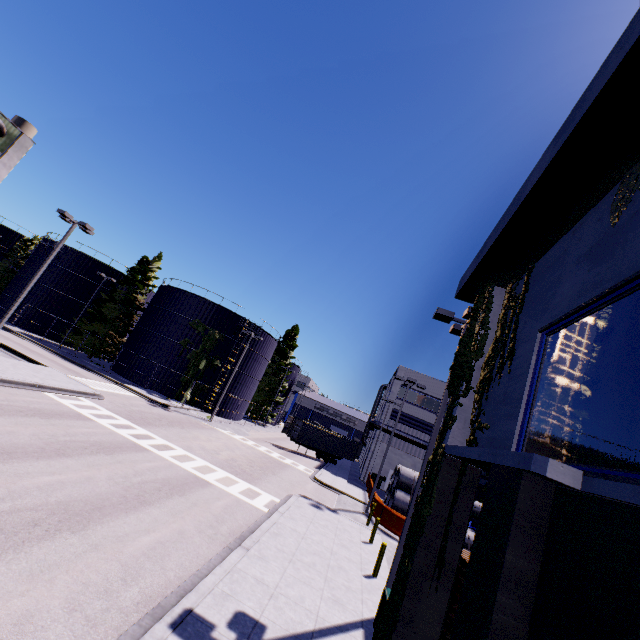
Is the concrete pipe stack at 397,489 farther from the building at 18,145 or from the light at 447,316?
the light at 447,316

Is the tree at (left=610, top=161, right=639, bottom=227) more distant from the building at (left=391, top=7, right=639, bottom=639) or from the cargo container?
the cargo container

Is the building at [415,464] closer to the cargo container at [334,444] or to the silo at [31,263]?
the silo at [31,263]

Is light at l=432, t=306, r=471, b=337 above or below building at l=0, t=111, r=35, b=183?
below

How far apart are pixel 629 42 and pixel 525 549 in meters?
6.4 m

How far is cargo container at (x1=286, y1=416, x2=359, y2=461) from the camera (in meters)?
38.47

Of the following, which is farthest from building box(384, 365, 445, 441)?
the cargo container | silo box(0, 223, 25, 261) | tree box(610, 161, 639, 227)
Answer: the cargo container

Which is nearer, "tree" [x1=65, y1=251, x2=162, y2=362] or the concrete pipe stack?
the concrete pipe stack
